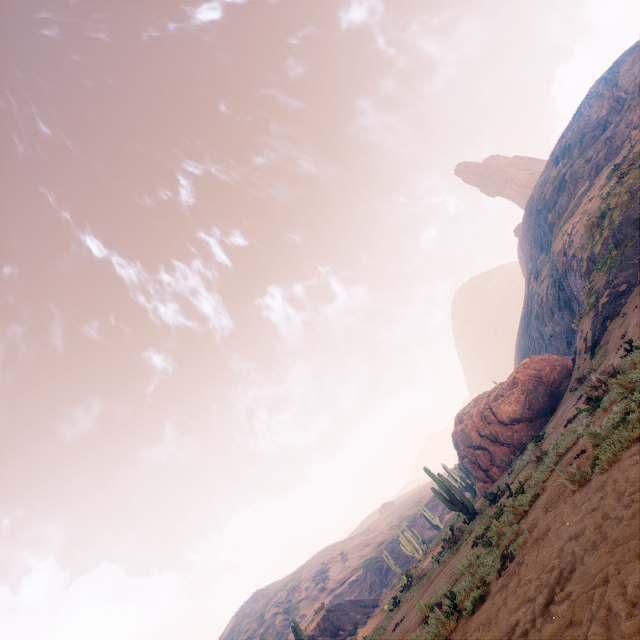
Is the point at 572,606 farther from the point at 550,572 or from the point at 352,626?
the point at 352,626

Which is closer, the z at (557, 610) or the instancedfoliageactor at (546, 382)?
the z at (557, 610)

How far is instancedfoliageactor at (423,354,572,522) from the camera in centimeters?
1639cm

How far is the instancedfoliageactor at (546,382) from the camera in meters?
16.4

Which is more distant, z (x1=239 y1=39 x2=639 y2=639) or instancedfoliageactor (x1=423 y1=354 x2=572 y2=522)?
instancedfoliageactor (x1=423 y1=354 x2=572 y2=522)
